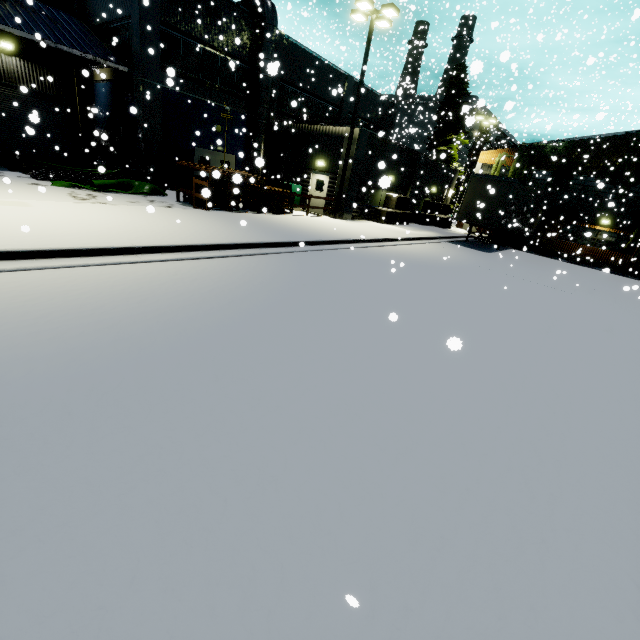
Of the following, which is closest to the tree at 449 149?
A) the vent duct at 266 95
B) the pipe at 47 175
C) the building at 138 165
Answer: the building at 138 165

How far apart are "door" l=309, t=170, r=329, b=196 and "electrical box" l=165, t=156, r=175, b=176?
7.27m

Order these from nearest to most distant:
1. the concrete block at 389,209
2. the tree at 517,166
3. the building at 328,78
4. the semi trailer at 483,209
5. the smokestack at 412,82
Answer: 1. the semi trailer at 483,209
2. the building at 328,78
3. the concrete block at 389,209
4. the tree at 517,166
5. the smokestack at 412,82

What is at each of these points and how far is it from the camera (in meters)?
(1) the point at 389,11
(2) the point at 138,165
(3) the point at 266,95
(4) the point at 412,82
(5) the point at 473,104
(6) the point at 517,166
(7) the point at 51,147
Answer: (1) light, 15.01
(2) building, 18.09
(3) vent duct, 20.23
(4) smokestack, 55.19
(5) building, 44.88
(6) tree, 14.57
(7) roll-up door, 20.17

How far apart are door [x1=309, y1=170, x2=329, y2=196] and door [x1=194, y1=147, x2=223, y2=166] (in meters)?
5.41

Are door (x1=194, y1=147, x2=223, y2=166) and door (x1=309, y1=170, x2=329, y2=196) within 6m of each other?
yes

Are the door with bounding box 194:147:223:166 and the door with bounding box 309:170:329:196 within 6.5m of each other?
yes

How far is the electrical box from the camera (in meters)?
18.39
